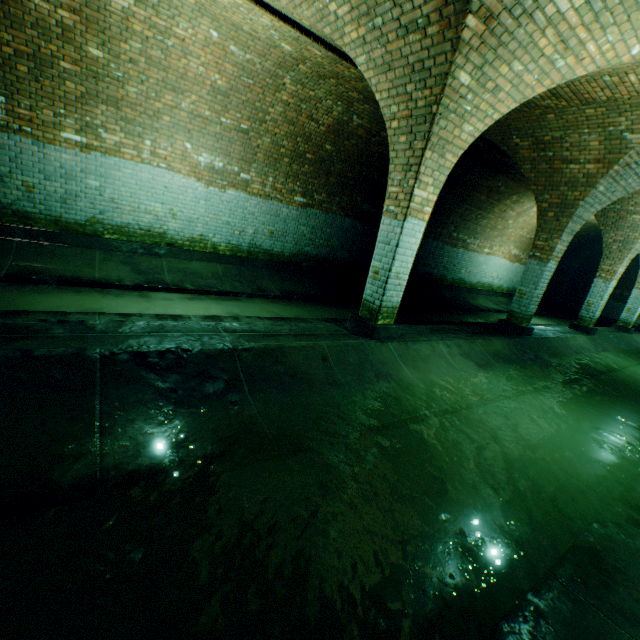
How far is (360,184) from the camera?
9.6m

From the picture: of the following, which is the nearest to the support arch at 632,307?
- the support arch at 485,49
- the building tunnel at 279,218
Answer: the building tunnel at 279,218

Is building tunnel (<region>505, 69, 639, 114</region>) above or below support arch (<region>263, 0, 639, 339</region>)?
above

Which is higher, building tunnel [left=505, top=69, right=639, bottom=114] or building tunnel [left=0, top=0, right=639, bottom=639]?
building tunnel [left=505, top=69, right=639, bottom=114]

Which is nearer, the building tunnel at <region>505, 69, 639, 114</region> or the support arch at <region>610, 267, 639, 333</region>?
the building tunnel at <region>505, 69, 639, 114</region>

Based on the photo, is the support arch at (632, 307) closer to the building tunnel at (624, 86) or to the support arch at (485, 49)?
the building tunnel at (624, 86)

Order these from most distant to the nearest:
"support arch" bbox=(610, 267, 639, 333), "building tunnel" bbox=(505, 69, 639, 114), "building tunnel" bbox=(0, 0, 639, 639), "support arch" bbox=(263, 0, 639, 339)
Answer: "support arch" bbox=(610, 267, 639, 333) < "building tunnel" bbox=(505, 69, 639, 114) < "support arch" bbox=(263, 0, 639, 339) < "building tunnel" bbox=(0, 0, 639, 639)
